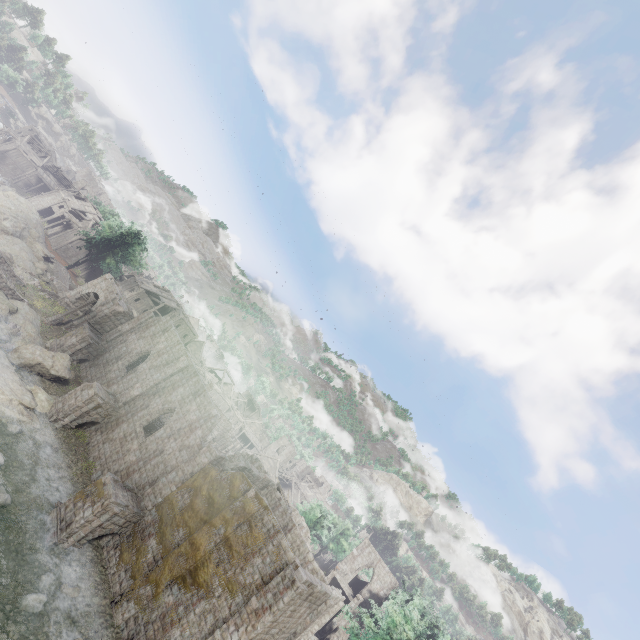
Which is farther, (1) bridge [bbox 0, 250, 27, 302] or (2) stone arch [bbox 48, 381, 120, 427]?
(1) bridge [bbox 0, 250, 27, 302]

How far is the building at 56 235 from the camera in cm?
5631

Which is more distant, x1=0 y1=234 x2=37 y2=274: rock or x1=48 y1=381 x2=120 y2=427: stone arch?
x1=0 y1=234 x2=37 y2=274: rock

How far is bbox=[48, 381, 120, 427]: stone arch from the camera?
24.8m

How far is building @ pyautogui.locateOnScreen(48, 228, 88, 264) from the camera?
56.31m

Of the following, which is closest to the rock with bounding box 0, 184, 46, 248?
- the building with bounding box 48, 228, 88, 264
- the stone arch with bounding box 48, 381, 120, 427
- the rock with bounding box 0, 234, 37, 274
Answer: the building with bounding box 48, 228, 88, 264

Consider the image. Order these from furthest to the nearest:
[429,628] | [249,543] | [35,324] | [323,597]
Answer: [429,628]
[35,324]
[323,597]
[249,543]

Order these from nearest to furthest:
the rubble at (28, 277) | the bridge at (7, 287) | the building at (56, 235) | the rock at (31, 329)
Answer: the rock at (31, 329), the bridge at (7, 287), the rubble at (28, 277), the building at (56, 235)
